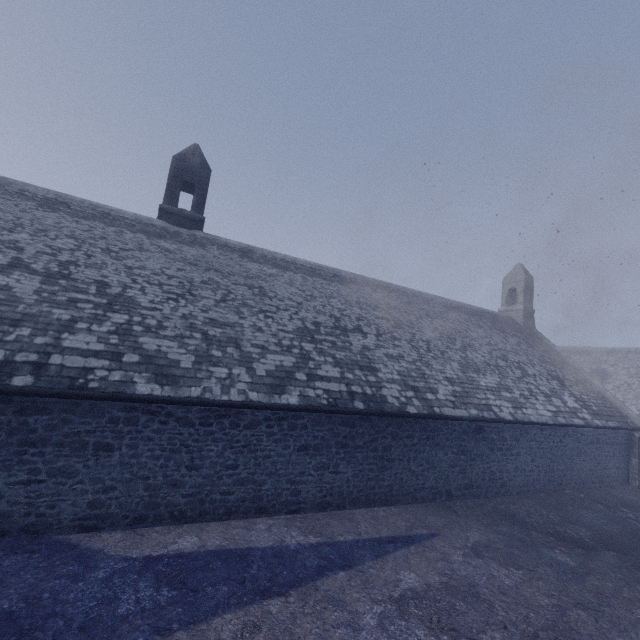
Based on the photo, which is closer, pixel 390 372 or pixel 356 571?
pixel 356 571
